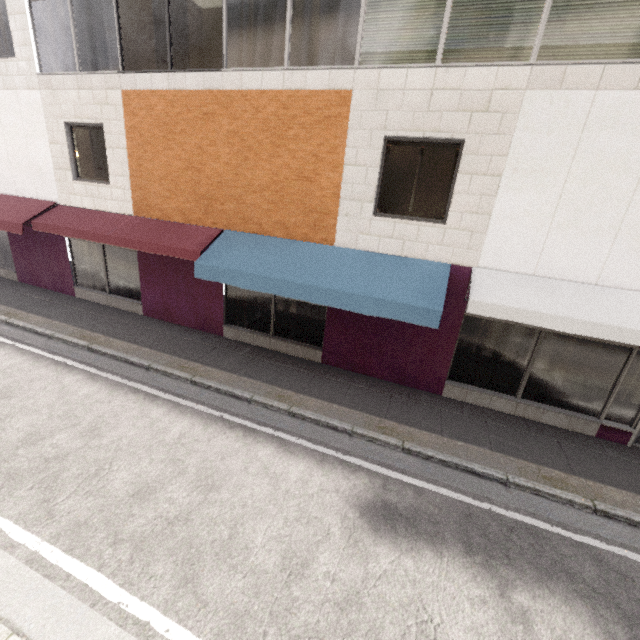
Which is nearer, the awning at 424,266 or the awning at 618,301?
the awning at 618,301

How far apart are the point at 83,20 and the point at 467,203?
10.3m

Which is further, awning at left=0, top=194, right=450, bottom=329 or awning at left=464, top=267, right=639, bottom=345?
awning at left=0, top=194, right=450, bottom=329
